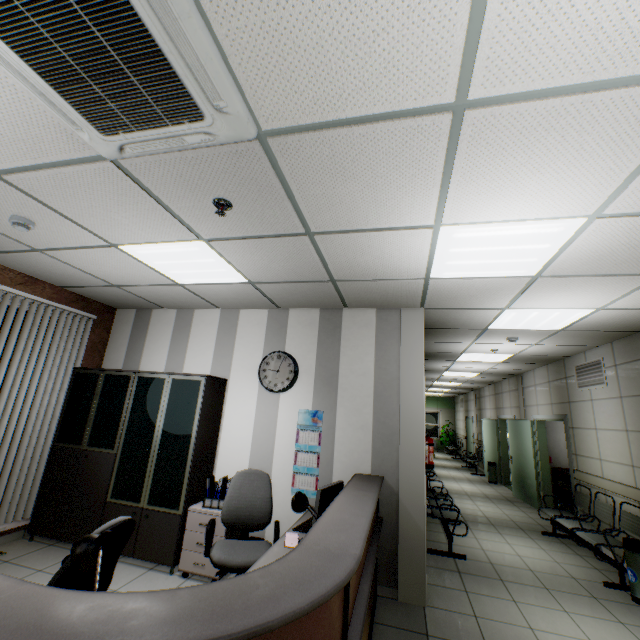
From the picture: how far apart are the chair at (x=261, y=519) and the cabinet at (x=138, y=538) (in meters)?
0.79

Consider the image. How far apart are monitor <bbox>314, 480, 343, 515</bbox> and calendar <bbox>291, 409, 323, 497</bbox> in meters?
0.7 m

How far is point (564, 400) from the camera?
6.6 meters

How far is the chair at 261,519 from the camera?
2.8m

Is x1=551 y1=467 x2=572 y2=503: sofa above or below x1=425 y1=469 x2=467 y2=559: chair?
above

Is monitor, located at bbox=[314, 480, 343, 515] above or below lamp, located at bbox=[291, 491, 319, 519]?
below

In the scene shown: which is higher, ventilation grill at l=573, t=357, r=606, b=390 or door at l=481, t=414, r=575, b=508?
ventilation grill at l=573, t=357, r=606, b=390

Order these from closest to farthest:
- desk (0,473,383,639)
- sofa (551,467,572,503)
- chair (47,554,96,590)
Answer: desk (0,473,383,639)
chair (47,554,96,590)
sofa (551,467,572,503)
